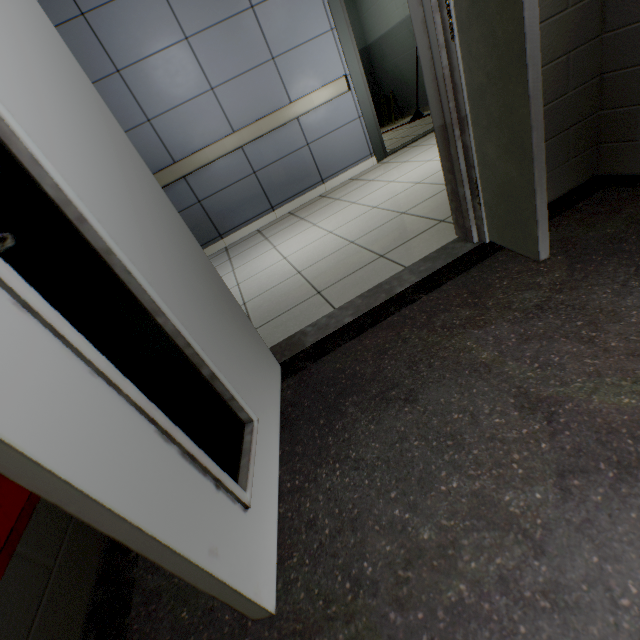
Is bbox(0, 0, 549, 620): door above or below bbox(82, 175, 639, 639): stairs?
above

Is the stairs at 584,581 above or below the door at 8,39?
below

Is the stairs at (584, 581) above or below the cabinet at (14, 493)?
below

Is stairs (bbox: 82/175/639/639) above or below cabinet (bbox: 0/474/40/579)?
below

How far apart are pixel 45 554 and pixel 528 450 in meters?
Answer: 1.5 m
